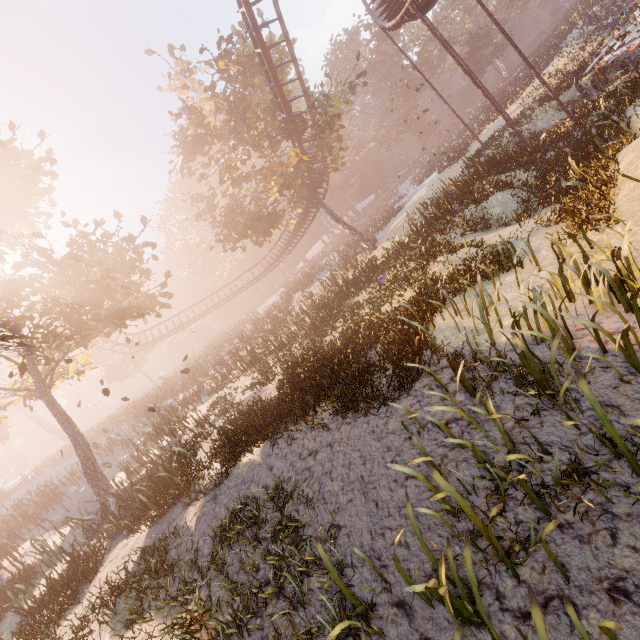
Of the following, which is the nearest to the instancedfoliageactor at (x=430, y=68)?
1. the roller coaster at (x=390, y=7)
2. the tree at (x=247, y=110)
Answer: the tree at (x=247, y=110)

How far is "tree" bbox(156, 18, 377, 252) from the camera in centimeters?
2148cm

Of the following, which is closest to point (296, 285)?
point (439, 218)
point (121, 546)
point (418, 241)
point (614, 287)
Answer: point (439, 218)

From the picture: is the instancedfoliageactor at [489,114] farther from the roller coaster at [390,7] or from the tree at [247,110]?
the roller coaster at [390,7]

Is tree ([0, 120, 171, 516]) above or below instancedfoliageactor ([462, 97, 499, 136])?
above

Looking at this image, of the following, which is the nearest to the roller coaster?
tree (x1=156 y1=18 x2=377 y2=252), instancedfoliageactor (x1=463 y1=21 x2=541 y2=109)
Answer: tree (x1=156 y1=18 x2=377 y2=252)

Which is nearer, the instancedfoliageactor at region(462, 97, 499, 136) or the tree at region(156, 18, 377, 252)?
the tree at region(156, 18, 377, 252)
